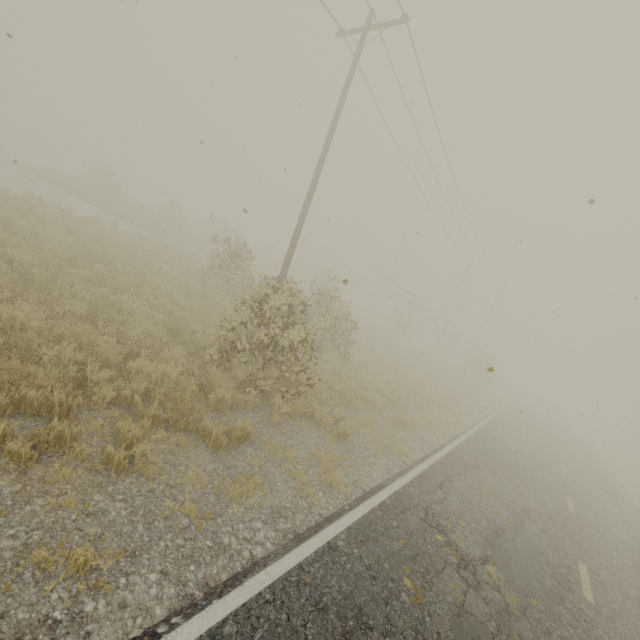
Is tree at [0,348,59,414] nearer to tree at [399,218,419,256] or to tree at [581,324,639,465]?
tree at [399,218,419,256]

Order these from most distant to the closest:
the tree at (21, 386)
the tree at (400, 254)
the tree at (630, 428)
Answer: the tree at (400, 254) → the tree at (630, 428) → the tree at (21, 386)

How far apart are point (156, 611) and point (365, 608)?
2.4m

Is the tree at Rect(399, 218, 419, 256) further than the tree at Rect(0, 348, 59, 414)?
Yes

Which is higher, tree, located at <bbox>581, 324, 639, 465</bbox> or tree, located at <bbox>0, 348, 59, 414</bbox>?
tree, located at <bbox>581, 324, 639, 465</bbox>

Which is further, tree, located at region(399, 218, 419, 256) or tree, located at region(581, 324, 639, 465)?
tree, located at region(399, 218, 419, 256)

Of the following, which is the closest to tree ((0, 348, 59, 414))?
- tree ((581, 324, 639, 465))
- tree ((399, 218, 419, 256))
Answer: tree ((399, 218, 419, 256))

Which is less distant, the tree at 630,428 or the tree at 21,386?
the tree at 21,386
